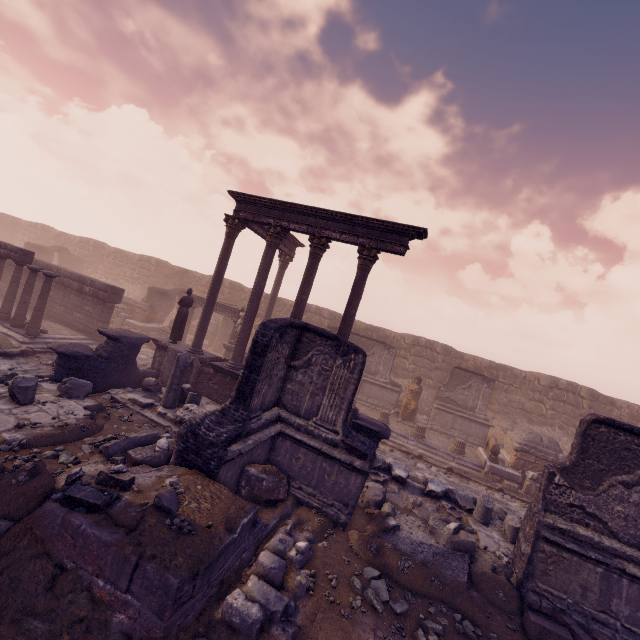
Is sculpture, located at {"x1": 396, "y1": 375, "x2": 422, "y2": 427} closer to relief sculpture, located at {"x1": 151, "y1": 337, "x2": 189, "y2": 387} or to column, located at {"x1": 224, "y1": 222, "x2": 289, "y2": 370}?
relief sculpture, located at {"x1": 151, "y1": 337, "x2": 189, "y2": 387}

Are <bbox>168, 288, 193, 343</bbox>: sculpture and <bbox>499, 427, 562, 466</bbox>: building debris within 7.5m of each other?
no

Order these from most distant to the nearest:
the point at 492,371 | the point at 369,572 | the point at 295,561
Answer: the point at 492,371 → the point at 369,572 → the point at 295,561

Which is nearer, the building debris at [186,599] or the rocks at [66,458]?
the building debris at [186,599]

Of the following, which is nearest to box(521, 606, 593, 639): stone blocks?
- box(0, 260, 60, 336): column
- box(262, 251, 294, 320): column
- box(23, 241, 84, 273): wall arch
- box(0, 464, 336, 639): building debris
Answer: box(0, 464, 336, 639): building debris

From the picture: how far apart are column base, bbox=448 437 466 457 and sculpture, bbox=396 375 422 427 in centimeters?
193cm

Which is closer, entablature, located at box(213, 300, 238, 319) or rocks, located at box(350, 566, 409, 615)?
rocks, located at box(350, 566, 409, 615)

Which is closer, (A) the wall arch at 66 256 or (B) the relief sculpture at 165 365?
(B) the relief sculpture at 165 365
